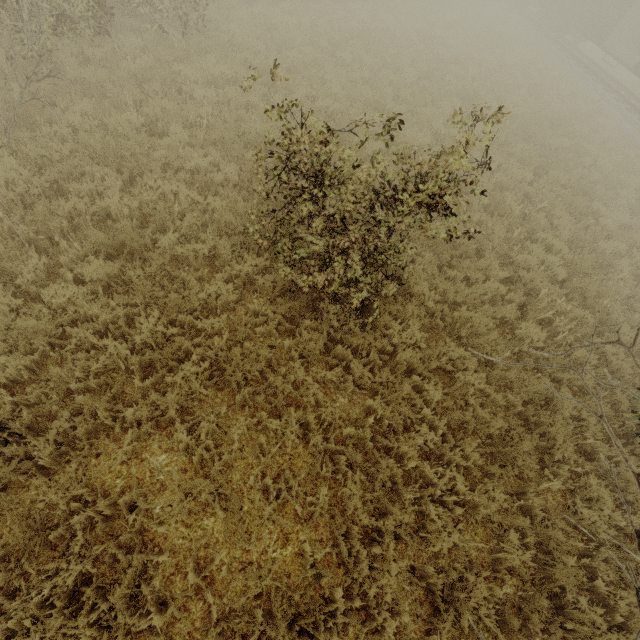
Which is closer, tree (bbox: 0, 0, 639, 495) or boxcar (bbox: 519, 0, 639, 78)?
tree (bbox: 0, 0, 639, 495)

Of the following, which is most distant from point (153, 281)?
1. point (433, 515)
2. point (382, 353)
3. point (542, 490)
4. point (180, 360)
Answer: point (542, 490)

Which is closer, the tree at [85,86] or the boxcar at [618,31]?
the tree at [85,86]
